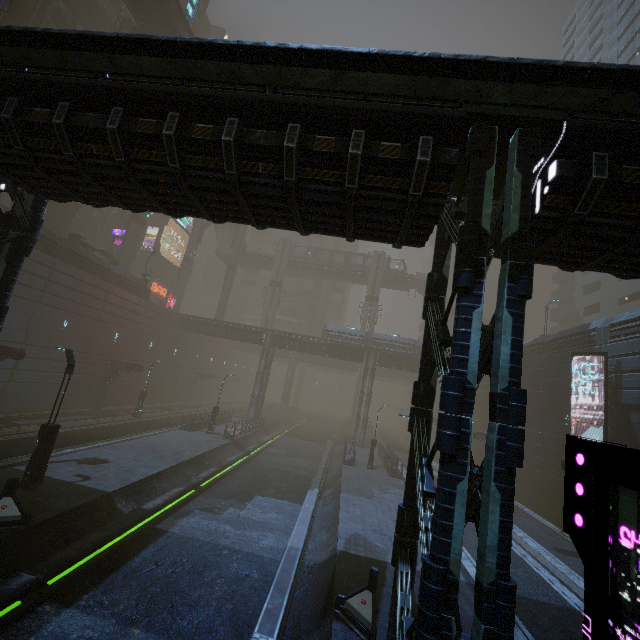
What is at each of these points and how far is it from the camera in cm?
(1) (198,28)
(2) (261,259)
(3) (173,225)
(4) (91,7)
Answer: (1) building, 5266
(2) bridge, 5844
(3) sign, 5531
(4) building, 3678

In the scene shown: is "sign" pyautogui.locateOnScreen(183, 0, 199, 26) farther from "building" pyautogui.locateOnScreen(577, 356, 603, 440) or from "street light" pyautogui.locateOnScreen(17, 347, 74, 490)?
"street light" pyautogui.locateOnScreen(17, 347, 74, 490)

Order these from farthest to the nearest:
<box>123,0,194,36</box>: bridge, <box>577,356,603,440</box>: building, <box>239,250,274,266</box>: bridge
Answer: <box>239,250,274,266</box>: bridge
<box>123,0,194,36</box>: bridge
<box>577,356,603,440</box>: building

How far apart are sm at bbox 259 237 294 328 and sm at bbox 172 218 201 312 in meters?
12.2 m

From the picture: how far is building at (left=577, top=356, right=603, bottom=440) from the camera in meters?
19.6

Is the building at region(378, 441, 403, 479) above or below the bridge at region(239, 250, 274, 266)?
below

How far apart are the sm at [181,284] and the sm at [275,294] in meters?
12.2

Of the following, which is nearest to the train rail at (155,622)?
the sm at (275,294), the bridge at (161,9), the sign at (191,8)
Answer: the sm at (275,294)
